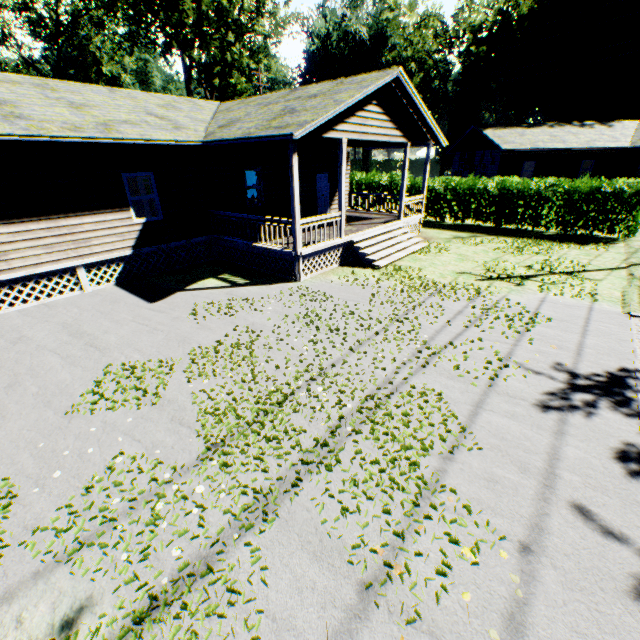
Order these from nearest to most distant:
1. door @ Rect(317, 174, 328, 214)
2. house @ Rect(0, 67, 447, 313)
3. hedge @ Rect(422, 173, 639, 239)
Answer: Answer: house @ Rect(0, 67, 447, 313), hedge @ Rect(422, 173, 639, 239), door @ Rect(317, 174, 328, 214)

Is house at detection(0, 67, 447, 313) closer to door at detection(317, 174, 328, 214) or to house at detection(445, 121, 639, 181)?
door at detection(317, 174, 328, 214)

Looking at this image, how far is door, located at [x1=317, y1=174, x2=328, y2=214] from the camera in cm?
1793

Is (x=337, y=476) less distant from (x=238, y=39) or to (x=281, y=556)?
(x=281, y=556)

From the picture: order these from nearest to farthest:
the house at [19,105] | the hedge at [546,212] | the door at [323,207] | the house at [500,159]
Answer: the house at [19,105], the hedge at [546,212], the door at [323,207], the house at [500,159]

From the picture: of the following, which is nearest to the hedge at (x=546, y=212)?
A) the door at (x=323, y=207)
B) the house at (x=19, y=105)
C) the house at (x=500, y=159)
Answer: the house at (x=19, y=105)

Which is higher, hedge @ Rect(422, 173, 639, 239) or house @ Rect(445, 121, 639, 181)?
house @ Rect(445, 121, 639, 181)

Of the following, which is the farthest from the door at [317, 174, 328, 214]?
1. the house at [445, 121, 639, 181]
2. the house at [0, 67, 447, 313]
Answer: the house at [445, 121, 639, 181]
